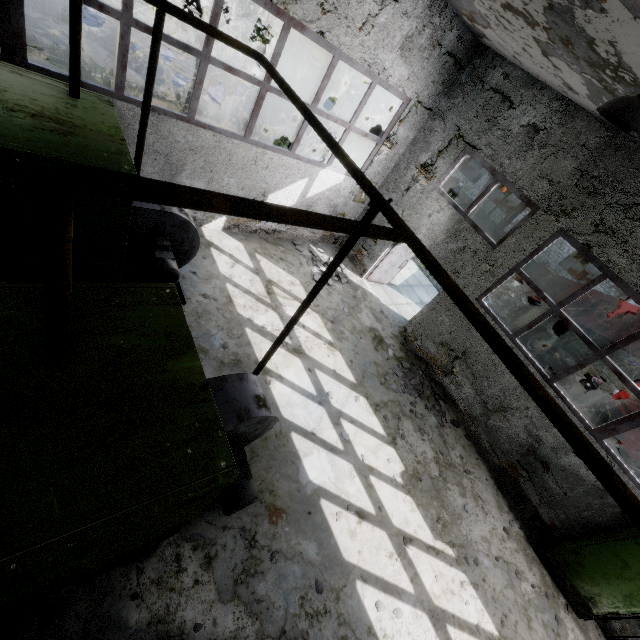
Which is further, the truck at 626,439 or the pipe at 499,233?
the pipe at 499,233

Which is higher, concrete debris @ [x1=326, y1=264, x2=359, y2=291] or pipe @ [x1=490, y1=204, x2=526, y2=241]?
pipe @ [x1=490, y1=204, x2=526, y2=241]

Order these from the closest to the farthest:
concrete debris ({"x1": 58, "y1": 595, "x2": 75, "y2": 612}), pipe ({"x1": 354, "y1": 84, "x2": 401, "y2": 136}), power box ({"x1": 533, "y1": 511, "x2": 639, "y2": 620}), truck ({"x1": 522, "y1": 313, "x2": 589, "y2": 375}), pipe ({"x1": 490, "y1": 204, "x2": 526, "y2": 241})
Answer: concrete debris ({"x1": 58, "y1": 595, "x2": 75, "y2": 612}) → power box ({"x1": 533, "y1": 511, "x2": 639, "y2": 620}) → pipe ({"x1": 354, "y1": 84, "x2": 401, "y2": 136}) → truck ({"x1": 522, "y1": 313, "x2": 589, "y2": 375}) → pipe ({"x1": 490, "y1": 204, "x2": 526, "y2": 241})

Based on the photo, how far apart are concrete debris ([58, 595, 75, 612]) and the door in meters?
10.5

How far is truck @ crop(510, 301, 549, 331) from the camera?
15.81m

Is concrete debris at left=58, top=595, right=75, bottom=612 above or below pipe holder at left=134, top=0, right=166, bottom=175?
below

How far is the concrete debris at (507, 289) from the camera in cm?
1736

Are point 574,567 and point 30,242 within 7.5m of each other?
no
